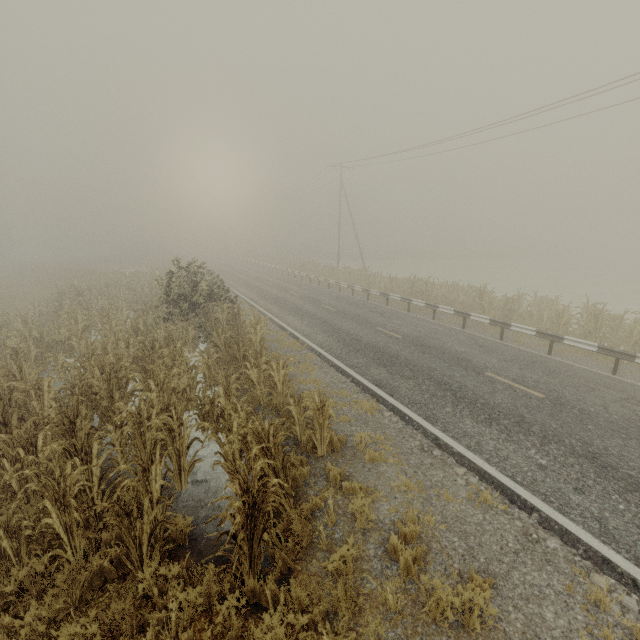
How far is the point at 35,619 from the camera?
3.80m

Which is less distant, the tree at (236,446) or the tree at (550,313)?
the tree at (236,446)

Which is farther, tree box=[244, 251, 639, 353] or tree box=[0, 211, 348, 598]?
tree box=[244, 251, 639, 353]
